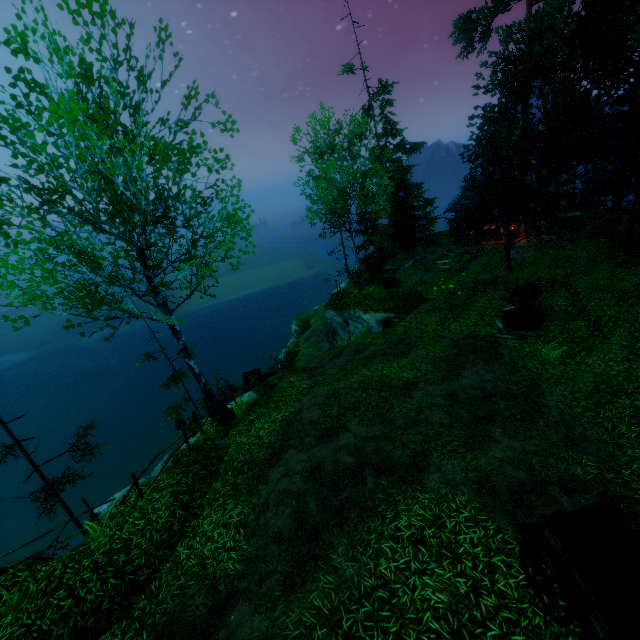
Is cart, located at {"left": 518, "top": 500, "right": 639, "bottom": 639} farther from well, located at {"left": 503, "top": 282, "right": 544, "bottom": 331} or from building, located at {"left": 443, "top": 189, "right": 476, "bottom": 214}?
building, located at {"left": 443, "top": 189, "right": 476, "bottom": 214}

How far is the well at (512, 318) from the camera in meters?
13.6 m

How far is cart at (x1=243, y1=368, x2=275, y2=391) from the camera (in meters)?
17.66

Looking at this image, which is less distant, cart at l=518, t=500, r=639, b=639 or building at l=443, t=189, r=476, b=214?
cart at l=518, t=500, r=639, b=639

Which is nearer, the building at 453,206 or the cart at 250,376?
the cart at 250,376

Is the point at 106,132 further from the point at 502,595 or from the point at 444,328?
the point at 444,328

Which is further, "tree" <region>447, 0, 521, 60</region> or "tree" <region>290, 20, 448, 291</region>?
"tree" <region>447, 0, 521, 60</region>

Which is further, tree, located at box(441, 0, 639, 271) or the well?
tree, located at box(441, 0, 639, 271)
